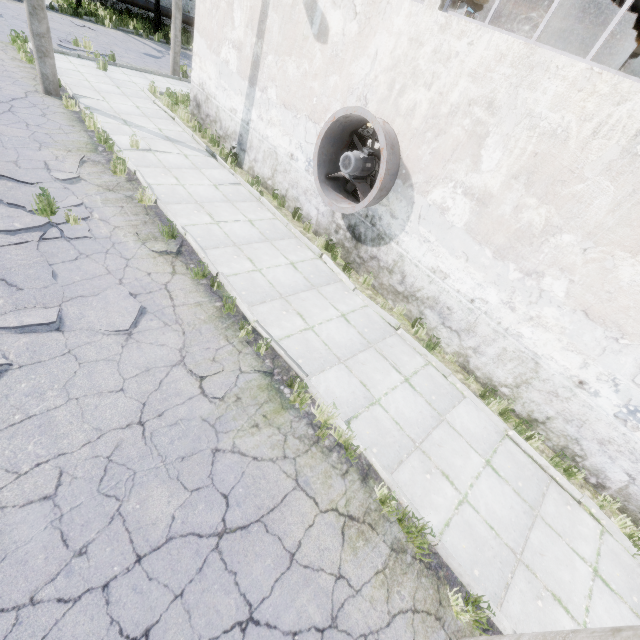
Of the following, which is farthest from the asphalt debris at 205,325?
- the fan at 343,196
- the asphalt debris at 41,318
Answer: the fan at 343,196

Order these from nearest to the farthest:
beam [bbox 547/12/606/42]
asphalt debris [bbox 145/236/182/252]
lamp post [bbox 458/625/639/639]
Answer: lamp post [bbox 458/625/639/639], asphalt debris [bbox 145/236/182/252], beam [bbox 547/12/606/42]

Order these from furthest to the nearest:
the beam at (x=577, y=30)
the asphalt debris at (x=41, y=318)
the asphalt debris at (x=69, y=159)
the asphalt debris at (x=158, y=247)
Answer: the beam at (x=577, y=30) → the asphalt debris at (x=69, y=159) → the asphalt debris at (x=158, y=247) → the asphalt debris at (x=41, y=318)

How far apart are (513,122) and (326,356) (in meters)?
5.31

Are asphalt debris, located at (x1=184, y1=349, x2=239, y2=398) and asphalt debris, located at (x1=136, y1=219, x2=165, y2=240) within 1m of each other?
no

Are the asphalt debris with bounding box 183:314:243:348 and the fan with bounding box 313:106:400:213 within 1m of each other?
no

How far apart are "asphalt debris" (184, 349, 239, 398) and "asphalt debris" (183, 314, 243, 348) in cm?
6

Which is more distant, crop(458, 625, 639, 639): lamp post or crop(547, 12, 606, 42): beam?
crop(547, 12, 606, 42): beam
